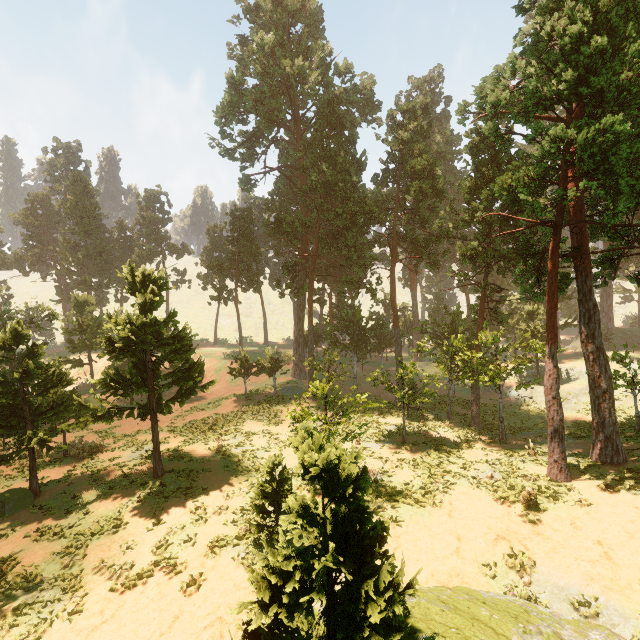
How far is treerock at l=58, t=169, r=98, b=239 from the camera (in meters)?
58.03

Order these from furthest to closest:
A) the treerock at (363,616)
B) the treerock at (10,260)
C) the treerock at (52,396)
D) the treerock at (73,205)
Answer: the treerock at (73,205), the treerock at (10,260), the treerock at (52,396), the treerock at (363,616)

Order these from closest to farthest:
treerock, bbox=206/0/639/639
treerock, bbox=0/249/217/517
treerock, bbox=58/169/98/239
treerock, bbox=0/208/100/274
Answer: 1. treerock, bbox=206/0/639/639
2. treerock, bbox=0/249/217/517
3. treerock, bbox=0/208/100/274
4. treerock, bbox=58/169/98/239

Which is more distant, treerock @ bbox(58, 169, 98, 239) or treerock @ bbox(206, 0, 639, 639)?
Answer: treerock @ bbox(58, 169, 98, 239)

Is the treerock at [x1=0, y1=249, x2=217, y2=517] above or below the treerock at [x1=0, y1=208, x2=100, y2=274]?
below

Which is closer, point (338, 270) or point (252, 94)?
point (252, 94)

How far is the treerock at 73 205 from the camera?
58.0m
